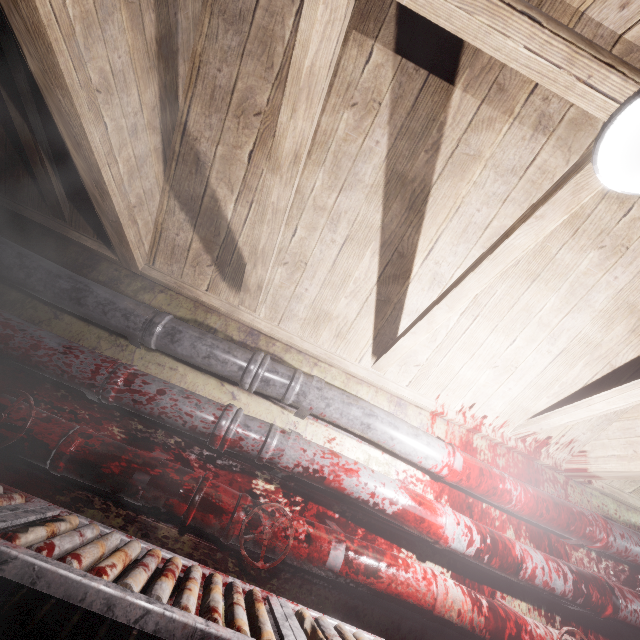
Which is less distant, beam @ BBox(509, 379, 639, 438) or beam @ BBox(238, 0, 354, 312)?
beam @ BBox(238, 0, 354, 312)

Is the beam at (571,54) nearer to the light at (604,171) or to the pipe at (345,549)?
the light at (604,171)

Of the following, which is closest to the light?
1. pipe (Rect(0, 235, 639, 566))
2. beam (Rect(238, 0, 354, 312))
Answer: beam (Rect(238, 0, 354, 312))

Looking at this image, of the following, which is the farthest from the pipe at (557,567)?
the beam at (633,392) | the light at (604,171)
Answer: the light at (604,171)

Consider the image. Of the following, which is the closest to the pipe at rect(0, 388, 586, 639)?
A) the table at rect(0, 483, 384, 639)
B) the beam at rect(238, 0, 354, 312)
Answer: the table at rect(0, 483, 384, 639)

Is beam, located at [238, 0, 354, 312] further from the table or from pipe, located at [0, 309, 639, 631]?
the table

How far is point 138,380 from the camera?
1.6m

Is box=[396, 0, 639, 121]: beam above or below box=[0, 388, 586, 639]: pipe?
above
